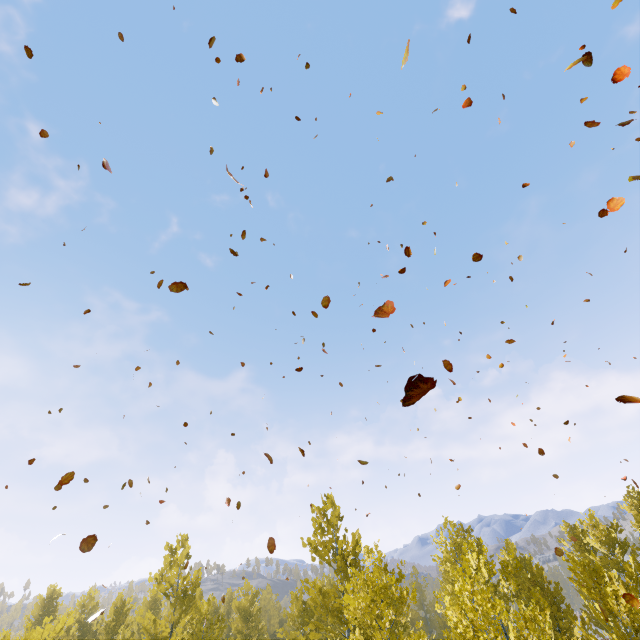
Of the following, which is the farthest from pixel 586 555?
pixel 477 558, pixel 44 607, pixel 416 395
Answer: pixel 44 607
